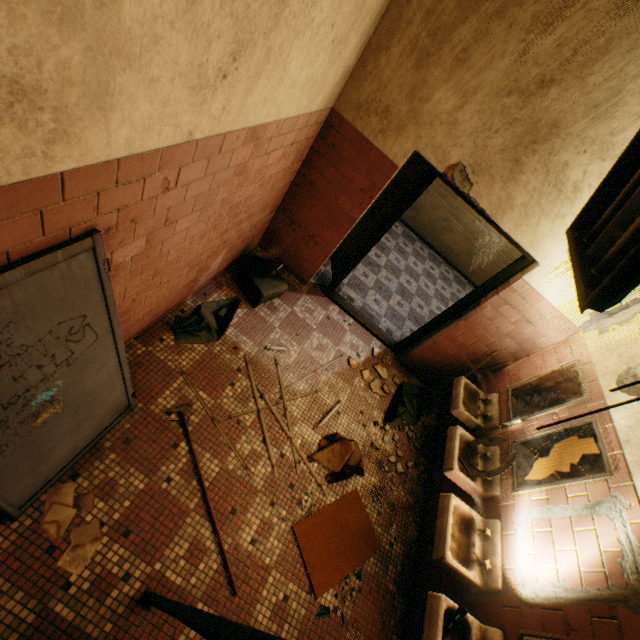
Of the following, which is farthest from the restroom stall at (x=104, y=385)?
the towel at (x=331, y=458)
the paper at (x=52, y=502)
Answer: the towel at (x=331, y=458)

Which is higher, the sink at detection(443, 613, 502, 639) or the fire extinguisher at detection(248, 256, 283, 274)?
the sink at detection(443, 613, 502, 639)

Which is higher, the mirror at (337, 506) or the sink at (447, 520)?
the sink at (447, 520)

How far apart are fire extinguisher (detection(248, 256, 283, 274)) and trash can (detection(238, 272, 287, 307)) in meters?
0.0 m

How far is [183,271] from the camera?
2.9 meters

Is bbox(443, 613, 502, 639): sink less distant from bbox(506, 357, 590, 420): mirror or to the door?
bbox(506, 357, 590, 420): mirror

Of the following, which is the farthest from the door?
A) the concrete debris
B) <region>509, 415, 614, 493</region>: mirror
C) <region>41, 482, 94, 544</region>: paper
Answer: <region>41, 482, 94, 544</region>: paper

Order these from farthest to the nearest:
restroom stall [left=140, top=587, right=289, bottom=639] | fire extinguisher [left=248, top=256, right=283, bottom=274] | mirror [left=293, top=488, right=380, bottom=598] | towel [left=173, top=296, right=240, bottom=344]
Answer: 1. fire extinguisher [left=248, top=256, right=283, bottom=274]
2. towel [left=173, top=296, right=240, bottom=344]
3. mirror [left=293, top=488, right=380, bottom=598]
4. restroom stall [left=140, top=587, right=289, bottom=639]
